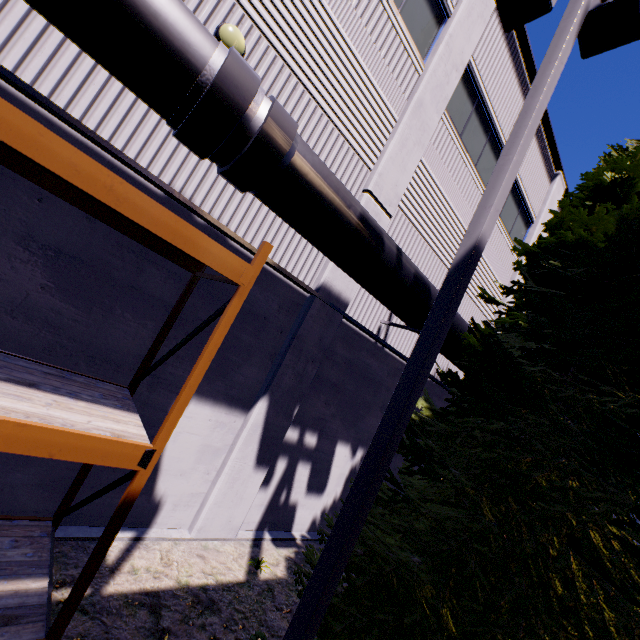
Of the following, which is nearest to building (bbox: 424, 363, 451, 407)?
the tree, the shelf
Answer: the shelf

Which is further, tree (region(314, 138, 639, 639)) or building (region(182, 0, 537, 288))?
building (region(182, 0, 537, 288))

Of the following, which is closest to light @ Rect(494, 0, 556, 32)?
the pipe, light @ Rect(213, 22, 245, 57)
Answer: the pipe

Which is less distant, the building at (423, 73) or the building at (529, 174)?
the building at (423, 73)

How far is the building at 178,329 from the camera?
5.1 meters

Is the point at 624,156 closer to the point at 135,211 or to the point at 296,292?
the point at 296,292

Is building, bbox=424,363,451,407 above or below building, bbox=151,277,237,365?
above
